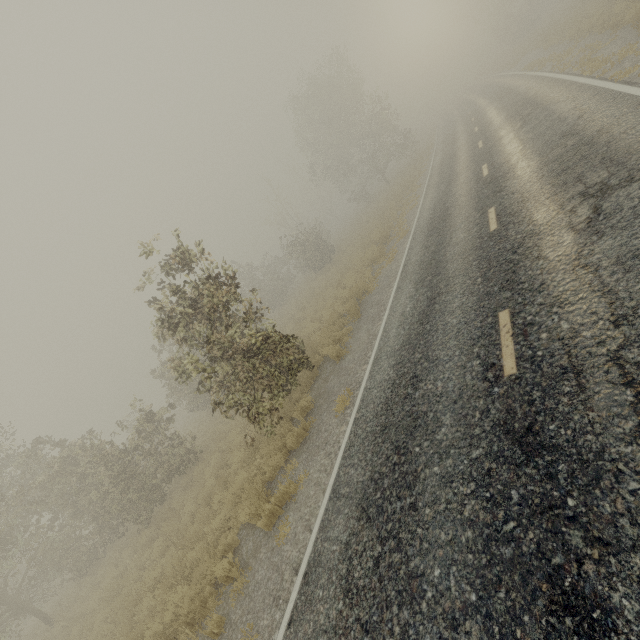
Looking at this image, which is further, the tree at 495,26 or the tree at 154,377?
the tree at 495,26

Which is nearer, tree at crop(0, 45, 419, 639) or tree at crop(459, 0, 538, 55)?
tree at crop(0, 45, 419, 639)

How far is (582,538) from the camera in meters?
2.7 m
